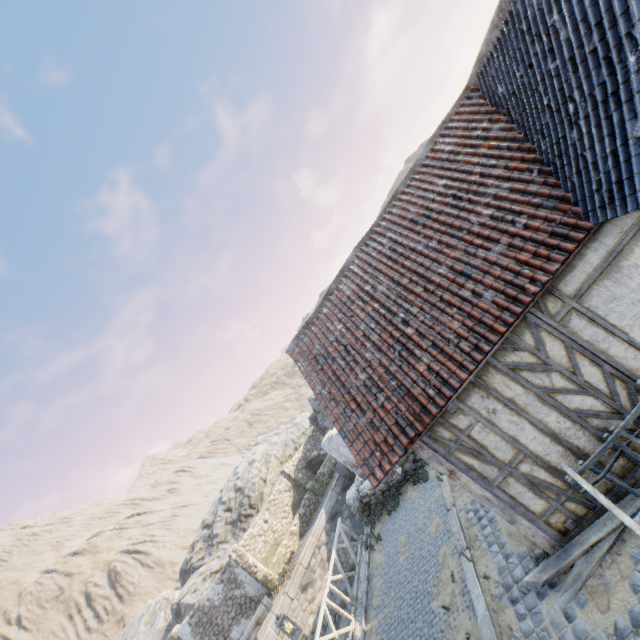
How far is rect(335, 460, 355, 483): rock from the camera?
20.5m

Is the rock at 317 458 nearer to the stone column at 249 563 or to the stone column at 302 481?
the stone column at 302 481

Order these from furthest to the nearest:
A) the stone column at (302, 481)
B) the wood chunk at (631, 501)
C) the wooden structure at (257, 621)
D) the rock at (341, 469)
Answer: the stone column at (302, 481)
the rock at (341, 469)
the wooden structure at (257, 621)
the wood chunk at (631, 501)

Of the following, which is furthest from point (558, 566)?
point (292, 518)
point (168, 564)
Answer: point (168, 564)

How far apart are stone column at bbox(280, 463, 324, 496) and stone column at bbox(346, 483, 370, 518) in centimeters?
1006cm

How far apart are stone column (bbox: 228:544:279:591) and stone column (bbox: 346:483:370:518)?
8.9m

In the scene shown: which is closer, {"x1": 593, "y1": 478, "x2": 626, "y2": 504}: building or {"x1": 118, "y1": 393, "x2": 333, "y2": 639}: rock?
{"x1": 593, "y1": 478, "x2": 626, "y2": 504}: building

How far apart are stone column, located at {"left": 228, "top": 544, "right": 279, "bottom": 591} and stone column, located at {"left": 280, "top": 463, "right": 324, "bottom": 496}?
4.96m
